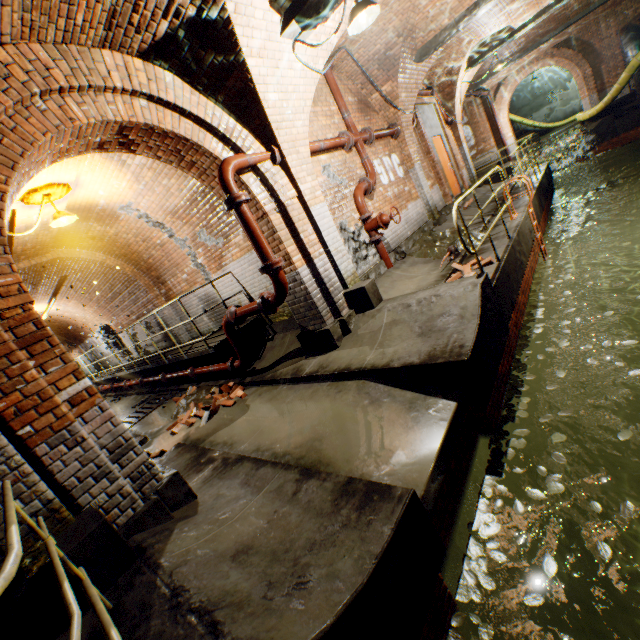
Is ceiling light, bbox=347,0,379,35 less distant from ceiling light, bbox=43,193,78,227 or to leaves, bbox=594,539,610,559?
ceiling light, bbox=43,193,78,227

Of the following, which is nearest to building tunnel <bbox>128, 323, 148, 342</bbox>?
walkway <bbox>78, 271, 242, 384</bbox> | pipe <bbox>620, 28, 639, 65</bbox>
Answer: walkway <bbox>78, 271, 242, 384</bbox>

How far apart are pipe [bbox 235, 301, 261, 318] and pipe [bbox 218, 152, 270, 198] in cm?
159

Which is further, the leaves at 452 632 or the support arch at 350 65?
the support arch at 350 65

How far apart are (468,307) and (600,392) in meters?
6.3

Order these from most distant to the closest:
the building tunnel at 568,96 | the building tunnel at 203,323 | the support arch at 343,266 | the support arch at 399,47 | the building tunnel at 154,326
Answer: the building tunnel at 568,96 < the building tunnel at 154,326 < the building tunnel at 203,323 < the support arch at 399,47 < the support arch at 343,266

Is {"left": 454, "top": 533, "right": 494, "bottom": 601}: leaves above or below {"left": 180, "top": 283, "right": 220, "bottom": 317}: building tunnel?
below
